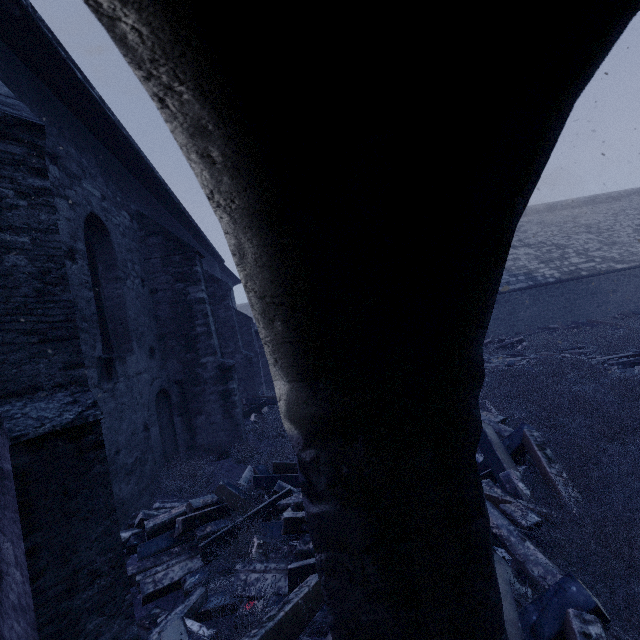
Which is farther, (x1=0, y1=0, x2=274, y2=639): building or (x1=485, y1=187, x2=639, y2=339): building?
(x1=485, y1=187, x2=639, y2=339): building

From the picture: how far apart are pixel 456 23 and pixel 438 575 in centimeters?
190cm

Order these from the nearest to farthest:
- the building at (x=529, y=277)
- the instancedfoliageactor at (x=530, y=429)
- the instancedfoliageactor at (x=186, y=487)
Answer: the instancedfoliageactor at (x=530, y=429), the instancedfoliageactor at (x=186, y=487), the building at (x=529, y=277)

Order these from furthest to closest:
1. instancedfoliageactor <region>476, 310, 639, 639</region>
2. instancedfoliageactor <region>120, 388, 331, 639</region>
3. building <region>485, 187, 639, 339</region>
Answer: building <region>485, 187, 639, 339</region> → instancedfoliageactor <region>120, 388, 331, 639</region> → instancedfoliageactor <region>476, 310, 639, 639</region>

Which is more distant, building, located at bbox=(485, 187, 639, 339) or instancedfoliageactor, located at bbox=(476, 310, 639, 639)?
building, located at bbox=(485, 187, 639, 339)

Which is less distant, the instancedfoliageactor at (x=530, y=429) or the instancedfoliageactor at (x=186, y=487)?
the instancedfoliageactor at (x=530, y=429)

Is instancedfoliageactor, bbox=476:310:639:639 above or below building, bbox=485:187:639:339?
below

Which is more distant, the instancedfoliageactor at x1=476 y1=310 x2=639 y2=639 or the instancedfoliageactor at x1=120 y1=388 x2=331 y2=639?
the instancedfoliageactor at x1=120 y1=388 x2=331 y2=639
